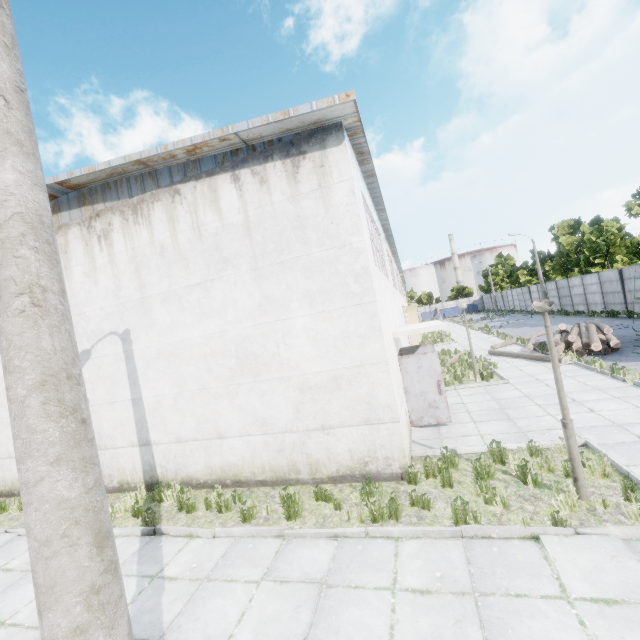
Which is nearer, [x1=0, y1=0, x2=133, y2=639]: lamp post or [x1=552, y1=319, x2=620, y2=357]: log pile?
[x1=0, y1=0, x2=133, y2=639]: lamp post

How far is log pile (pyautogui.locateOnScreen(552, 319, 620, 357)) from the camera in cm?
1396

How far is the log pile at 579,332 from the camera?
13.96m

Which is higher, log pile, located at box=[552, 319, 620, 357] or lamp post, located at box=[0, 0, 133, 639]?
lamp post, located at box=[0, 0, 133, 639]

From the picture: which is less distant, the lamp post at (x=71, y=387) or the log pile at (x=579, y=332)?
the lamp post at (x=71, y=387)

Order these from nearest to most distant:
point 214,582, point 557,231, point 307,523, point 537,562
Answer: point 537,562 < point 214,582 < point 307,523 < point 557,231
